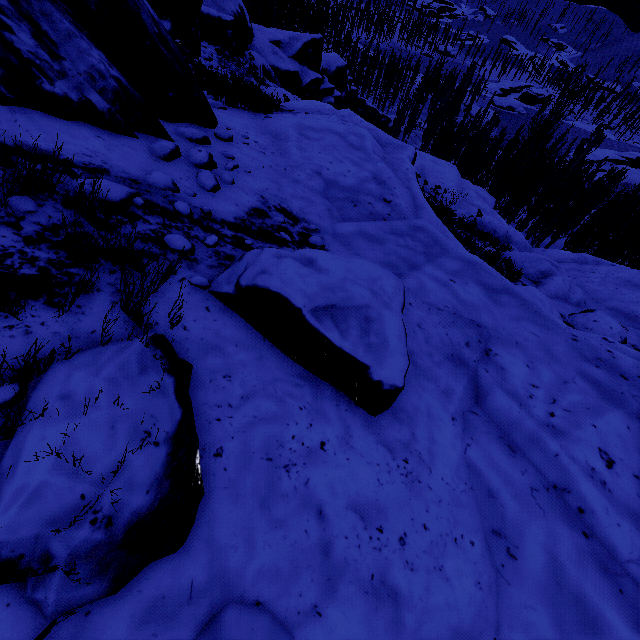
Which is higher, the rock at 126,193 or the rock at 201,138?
the rock at 126,193

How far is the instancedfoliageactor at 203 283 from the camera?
2.6m

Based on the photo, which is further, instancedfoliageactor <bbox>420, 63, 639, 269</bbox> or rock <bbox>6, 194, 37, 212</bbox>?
instancedfoliageactor <bbox>420, 63, 639, 269</bbox>

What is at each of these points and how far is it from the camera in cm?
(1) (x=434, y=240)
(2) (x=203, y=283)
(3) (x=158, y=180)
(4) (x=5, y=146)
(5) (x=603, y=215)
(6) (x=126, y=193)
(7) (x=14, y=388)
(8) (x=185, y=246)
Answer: (1) rock, 509
(2) instancedfoliageactor, 264
(3) rock, 314
(4) rock, 231
(5) instancedfoliageactor, 2902
(6) rock, 272
(7) instancedfoliageactor, 149
(8) instancedfoliageactor, 276

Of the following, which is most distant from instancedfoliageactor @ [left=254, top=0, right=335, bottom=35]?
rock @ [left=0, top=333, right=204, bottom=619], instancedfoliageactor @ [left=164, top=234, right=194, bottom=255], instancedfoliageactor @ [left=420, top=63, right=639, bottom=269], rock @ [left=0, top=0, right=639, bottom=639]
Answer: rock @ [left=0, top=333, right=204, bottom=619]

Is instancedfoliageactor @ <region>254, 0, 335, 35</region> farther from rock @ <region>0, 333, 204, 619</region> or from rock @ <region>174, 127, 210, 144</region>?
rock @ <region>0, 333, 204, 619</region>

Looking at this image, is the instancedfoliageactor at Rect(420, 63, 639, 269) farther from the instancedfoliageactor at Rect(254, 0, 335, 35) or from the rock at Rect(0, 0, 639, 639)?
the instancedfoliageactor at Rect(254, 0, 335, 35)

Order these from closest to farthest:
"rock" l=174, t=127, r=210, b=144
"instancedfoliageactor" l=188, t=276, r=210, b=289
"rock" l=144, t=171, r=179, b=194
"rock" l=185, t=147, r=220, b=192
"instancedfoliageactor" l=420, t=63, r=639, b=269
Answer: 1. "instancedfoliageactor" l=188, t=276, r=210, b=289
2. "rock" l=144, t=171, r=179, b=194
3. "rock" l=185, t=147, r=220, b=192
4. "rock" l=174, t=127, r=210, b=144
5. "instancedfoliageactor" l=420, t=63, r=639, b=269
